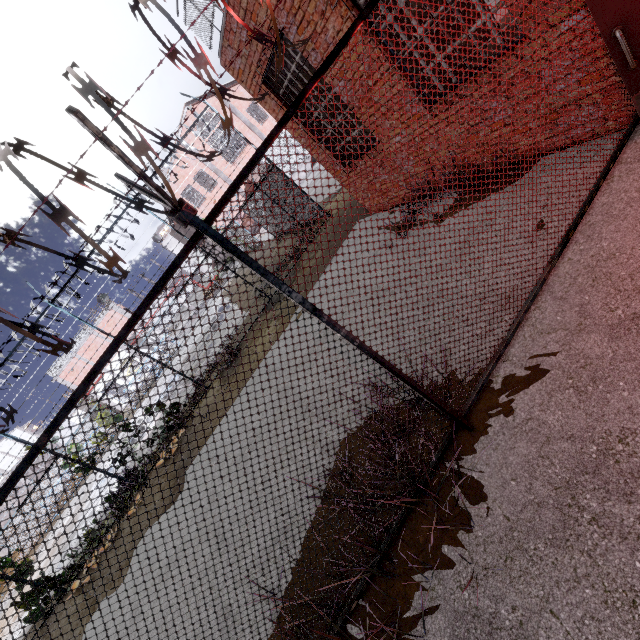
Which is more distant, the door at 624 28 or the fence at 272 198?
the door at 624 28

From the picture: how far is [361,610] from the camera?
2.8 meters

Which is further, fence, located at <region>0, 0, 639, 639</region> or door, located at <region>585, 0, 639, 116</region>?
door, located at <region>585, 0, 639, 116</region>
